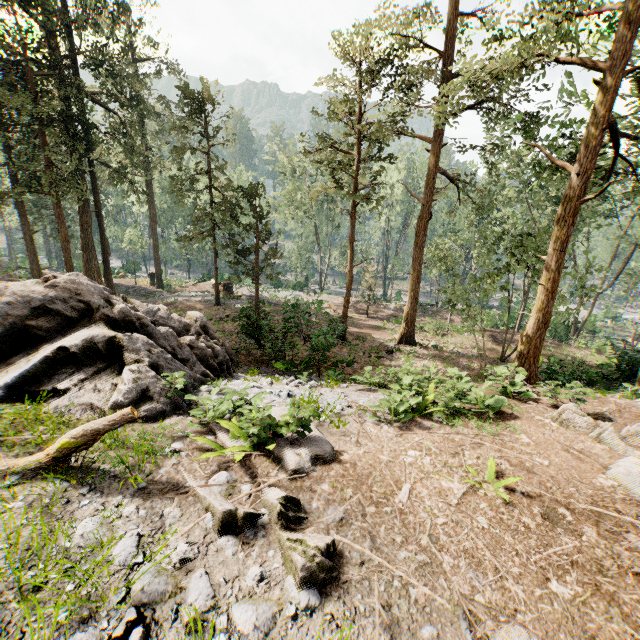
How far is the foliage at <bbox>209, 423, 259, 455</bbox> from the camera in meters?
5.4

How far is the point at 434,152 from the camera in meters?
19.6

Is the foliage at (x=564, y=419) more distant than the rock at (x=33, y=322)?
No

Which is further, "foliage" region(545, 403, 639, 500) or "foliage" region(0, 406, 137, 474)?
"foliage" region(545, 403, 639, 500)

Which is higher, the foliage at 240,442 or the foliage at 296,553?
the foliage at 296,553

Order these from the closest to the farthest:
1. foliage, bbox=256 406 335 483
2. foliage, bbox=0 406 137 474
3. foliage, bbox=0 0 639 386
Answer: foliage, bbox=0 406 137 474
foliage, bbox=256 406 335 483
foliage, bbox=0 0 639 386

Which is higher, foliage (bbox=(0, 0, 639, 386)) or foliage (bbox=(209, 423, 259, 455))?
foliage (bbox=(0, 0, 639, 386))
